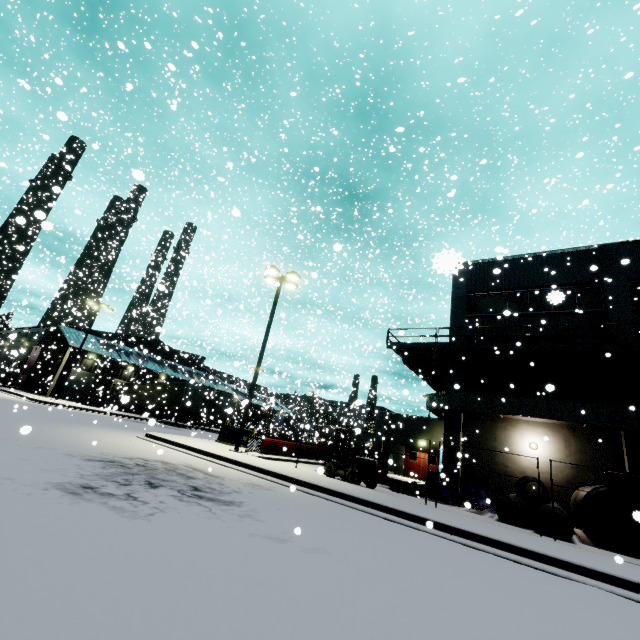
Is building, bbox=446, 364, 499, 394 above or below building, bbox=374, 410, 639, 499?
above

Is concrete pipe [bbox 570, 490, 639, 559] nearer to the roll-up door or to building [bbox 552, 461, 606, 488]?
building [bbox 552, 461, 606, 488]

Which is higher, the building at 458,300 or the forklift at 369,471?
the building at 458,300

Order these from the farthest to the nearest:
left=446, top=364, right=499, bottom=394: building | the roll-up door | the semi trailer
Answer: the roll-up door → the semi trailer → left=446, top=364, right=499, bottom=394: building

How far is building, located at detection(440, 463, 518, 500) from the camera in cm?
1667

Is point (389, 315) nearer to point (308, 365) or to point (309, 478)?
point (309, 478)

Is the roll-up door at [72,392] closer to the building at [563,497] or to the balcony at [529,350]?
the building at [563,497]

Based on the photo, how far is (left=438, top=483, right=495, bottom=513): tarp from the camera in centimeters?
1373cm
